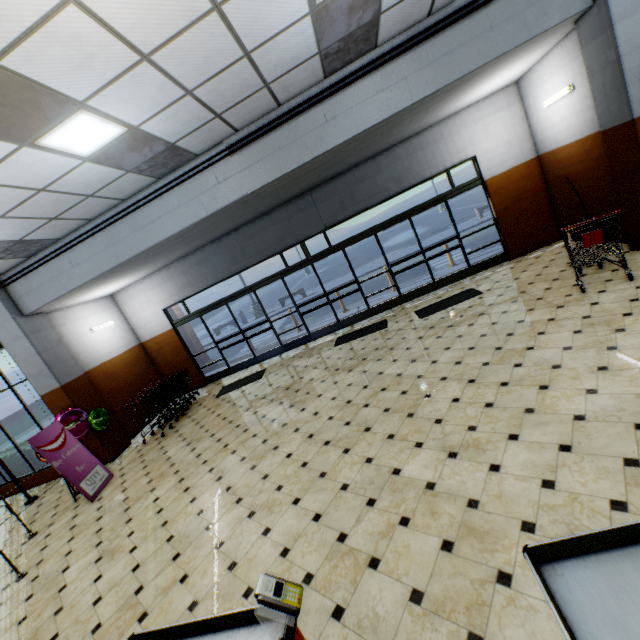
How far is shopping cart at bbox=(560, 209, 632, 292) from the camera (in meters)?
4.92

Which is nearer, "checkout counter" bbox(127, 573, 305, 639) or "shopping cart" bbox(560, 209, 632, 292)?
"checkout counter" bbox(127, 573, 305, 639)

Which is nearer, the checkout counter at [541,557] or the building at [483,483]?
the checkout counter at [541,557]

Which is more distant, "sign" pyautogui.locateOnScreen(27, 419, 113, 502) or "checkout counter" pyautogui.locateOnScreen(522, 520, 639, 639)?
"sign" pyautogui.locateOnScreen(27, 419, 113, 502)

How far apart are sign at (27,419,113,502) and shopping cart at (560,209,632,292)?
9.77m

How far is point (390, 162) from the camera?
8.4m

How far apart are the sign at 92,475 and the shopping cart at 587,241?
9.8m

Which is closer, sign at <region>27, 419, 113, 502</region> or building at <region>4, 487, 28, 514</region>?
sign at <region>27, 419, 113, 502</region>
